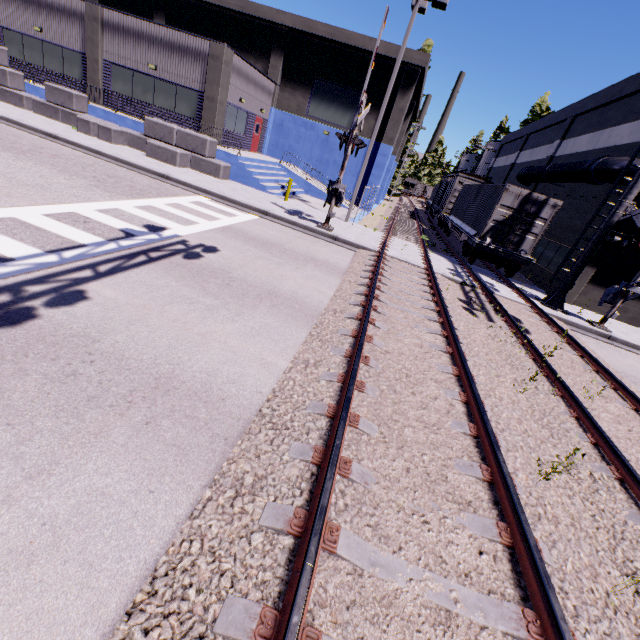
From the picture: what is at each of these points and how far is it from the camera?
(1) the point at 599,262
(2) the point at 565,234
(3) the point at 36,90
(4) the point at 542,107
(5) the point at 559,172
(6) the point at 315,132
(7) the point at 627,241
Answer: (1) building, 15.08m
(2) building, 17.50m
(3) building, 19.52m
(4) tree, 38.53m
(5) pipe, 17.61m
(6) building, 25.78m
(7) railroad crossing overhang, 12.16m

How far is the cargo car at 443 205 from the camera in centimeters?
2702cm

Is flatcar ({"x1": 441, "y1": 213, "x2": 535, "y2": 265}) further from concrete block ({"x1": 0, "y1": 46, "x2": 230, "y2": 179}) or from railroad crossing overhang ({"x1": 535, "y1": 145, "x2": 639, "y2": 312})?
concrete block ({"x1": 0, "y1": 46, "x2": 230, "y2": 179})

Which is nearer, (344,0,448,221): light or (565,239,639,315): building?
(344,0,448,221): light

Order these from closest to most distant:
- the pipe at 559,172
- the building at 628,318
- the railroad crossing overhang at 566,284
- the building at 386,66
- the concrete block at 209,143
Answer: the railroad crossing overhang at 566,284 → the pipe at 559,172 → the building at 628,318 → the concrete block at 209,143 → the building at 386,66

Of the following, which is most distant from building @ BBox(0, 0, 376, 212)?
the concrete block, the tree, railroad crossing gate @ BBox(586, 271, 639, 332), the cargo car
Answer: railroad crossing gate @ BBox(586, 271, 639, 332)

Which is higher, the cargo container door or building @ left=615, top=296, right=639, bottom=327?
the cargo container door

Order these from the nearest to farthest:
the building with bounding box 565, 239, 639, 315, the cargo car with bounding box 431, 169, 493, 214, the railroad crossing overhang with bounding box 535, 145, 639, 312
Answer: the railroad crossing overhang with bounding box 535, 145, 639, 312 → the building with bounding box 565, 239, 639, 315 → the cargo car with bounding box 431, 169, 493, 214
